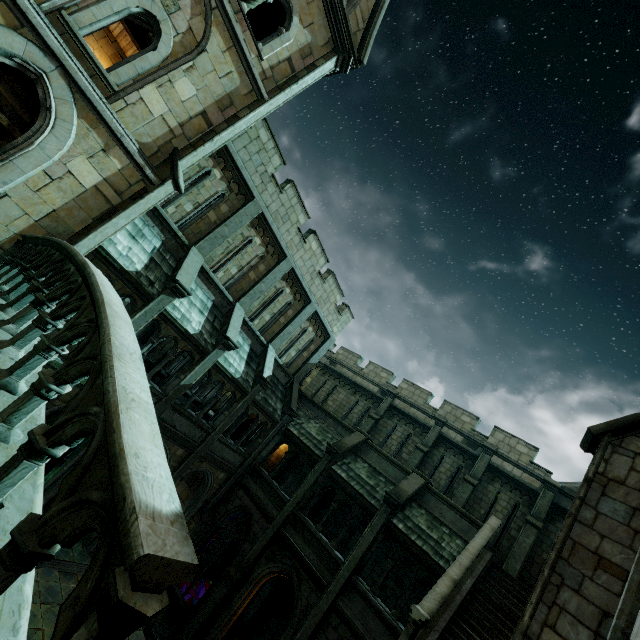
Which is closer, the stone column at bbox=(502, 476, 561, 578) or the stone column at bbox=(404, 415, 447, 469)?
the stone column at bbox=(502, 476, 561, 578)

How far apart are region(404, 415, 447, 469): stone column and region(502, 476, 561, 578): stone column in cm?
505

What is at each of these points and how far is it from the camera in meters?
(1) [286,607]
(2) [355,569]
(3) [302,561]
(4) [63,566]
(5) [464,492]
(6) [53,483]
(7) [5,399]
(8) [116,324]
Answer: (1) rock, 17.0 m
(2) stone column, 12.2 m
(3) wall trim, 13.0 m
(4) trim, 11.3 m
(5) stone column, 16.1 m
(6) building, 11.0 m
(7) bridge, 2.8 m
(8) bridge railing, 2.8 m

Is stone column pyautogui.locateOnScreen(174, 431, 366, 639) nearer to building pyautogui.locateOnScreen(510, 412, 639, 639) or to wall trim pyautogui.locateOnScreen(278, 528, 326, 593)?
wall trim pyautogui.locateOnScreen(278, 528, 326, 593)

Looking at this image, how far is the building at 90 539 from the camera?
12.6 meters

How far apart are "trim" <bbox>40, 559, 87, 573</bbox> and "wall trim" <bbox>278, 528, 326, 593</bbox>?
6.4m

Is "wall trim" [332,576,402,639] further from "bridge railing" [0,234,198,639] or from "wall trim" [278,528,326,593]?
"bridge railing" [0,234,198,639]

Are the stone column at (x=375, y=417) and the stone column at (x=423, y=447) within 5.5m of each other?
yes
